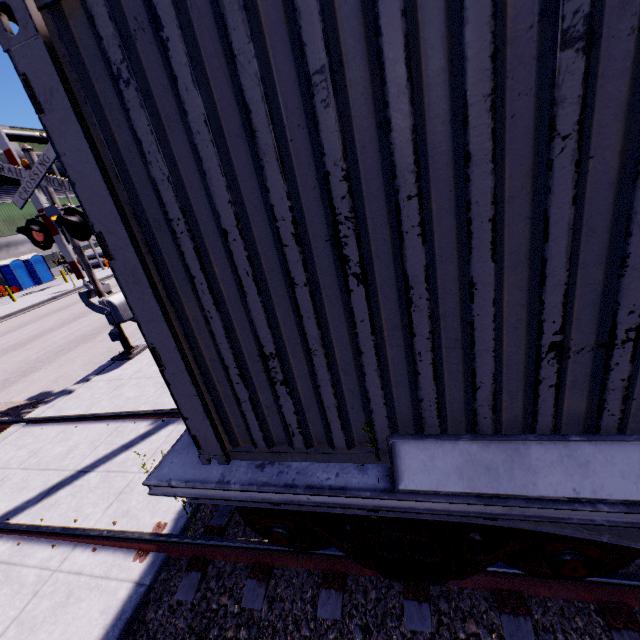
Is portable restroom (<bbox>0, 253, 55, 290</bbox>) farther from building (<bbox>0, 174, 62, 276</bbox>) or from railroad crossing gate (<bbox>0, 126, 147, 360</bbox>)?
railroad crossing gate (<bbox>0, 126, 147, 360</bbox>)

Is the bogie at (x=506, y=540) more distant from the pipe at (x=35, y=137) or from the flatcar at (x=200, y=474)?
the pipe at (x=35, y=137)

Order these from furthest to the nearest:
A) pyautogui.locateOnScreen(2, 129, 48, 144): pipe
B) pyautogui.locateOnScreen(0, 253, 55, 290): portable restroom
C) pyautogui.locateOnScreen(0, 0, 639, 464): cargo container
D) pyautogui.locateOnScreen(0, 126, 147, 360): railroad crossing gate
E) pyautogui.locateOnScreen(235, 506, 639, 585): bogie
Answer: pyautogui.locateOnScreen(2, 129, 48, 144): pipe, pyautogui.locateOnScreen(0, 253, 55, 290): portable restroom, pyautogui.locateOnScreen(0, 126, 147, 360): railroad crossing gate, pyautogui.locateOnScreen(235, 506, 639, 585): bogie, pyautogui.locateOnScreen(0, 0, 639, 464): cargo container

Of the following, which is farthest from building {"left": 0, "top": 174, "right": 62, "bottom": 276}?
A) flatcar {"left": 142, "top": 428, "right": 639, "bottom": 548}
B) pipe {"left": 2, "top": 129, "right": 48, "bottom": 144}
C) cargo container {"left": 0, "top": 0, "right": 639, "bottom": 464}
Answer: flatcar {"left": 142, "top": 428, "right": 639, "bottom": 548}

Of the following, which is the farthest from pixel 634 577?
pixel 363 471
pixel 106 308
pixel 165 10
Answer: pixel 106 308

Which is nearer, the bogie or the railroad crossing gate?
the bogie

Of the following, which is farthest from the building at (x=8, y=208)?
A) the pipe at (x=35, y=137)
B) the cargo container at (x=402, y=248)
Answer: the cargo container at (x=402, y=248)

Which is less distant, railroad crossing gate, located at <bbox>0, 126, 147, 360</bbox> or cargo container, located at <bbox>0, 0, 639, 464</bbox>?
cargo container, located at <bbox>0, 0, 639, 464</bbox>
